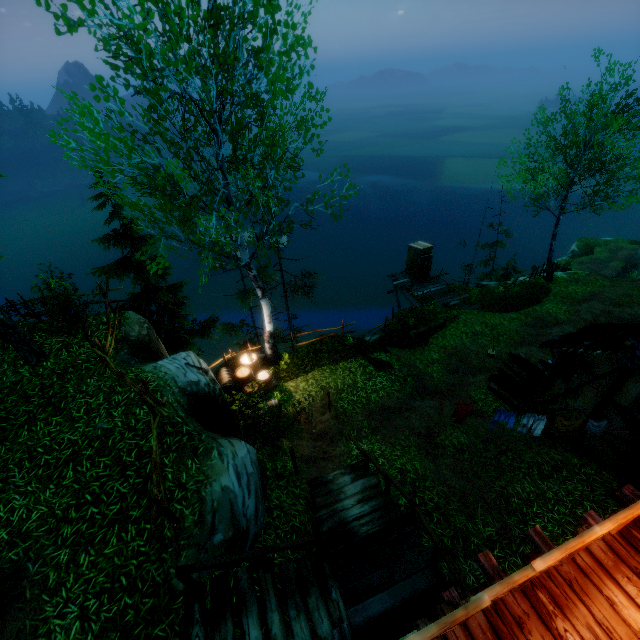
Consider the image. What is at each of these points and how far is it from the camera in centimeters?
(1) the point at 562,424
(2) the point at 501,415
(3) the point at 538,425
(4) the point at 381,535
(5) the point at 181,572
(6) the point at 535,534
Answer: (1) linen, 949cm
(2) linen, 988cm
(3) linen, 979cm
(4) wooden platform, 672cm
(5) rail, 452cm
(6) wooden platform, 480cm

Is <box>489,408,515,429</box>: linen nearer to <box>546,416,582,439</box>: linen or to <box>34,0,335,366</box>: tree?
<box>546,416,582,439</box>: linen

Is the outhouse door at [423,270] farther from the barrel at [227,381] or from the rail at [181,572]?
the rail at [181,572]

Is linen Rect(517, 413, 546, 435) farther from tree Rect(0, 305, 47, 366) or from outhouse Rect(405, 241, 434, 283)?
tree Rect(0, 305, 47, 366)

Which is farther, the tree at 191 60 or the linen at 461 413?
the linen at 461 413

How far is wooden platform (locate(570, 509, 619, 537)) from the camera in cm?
472

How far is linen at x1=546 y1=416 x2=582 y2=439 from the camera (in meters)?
9.36

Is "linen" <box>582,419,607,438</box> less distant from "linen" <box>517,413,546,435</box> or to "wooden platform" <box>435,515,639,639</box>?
"linen" <box>517,413,546,435</box>
